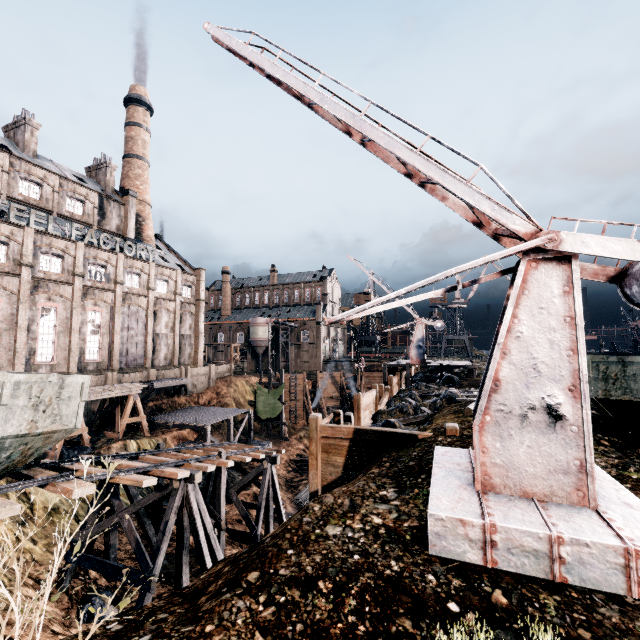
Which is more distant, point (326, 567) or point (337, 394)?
point (337, 394)

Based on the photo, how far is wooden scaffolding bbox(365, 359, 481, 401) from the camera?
29.69m

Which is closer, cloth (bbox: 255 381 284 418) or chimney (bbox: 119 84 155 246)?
cloth (bbox: 255 381 284 418)

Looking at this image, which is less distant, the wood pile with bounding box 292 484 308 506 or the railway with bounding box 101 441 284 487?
the railway with bounding box 101 441 284 487

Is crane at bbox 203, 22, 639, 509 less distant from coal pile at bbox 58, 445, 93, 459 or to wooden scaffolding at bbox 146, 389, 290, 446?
coal pile at bbox 58, 445, 93, 459

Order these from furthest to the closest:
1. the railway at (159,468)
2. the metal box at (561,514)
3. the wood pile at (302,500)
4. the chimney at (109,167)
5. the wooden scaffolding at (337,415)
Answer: the chimney at (109,167) → the wood pile at (302,500) → the wooden scaffolding at (337,415) → the railway at (159,468) → the metal box at (561,514)

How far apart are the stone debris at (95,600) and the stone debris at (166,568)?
1.3m

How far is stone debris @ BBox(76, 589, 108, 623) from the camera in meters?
12.9 m
